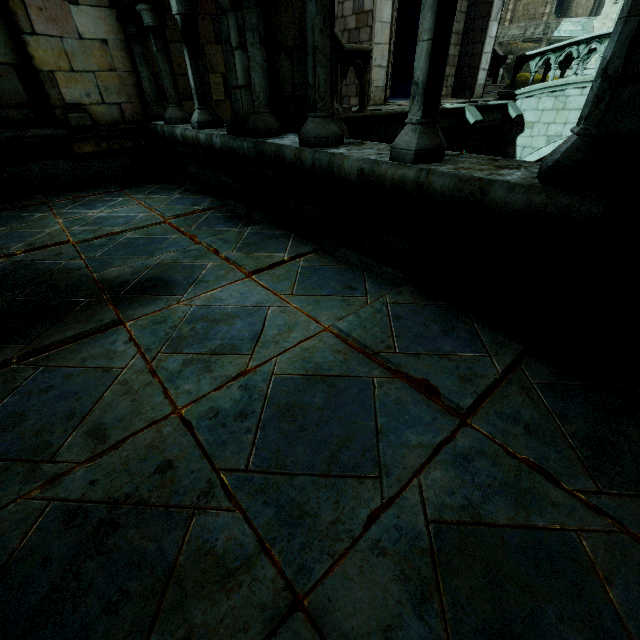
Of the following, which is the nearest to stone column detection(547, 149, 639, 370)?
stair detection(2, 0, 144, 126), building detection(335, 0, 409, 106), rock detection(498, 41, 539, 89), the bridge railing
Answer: building detection(335, 0, 409, 106)

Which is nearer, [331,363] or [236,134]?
[331,363]

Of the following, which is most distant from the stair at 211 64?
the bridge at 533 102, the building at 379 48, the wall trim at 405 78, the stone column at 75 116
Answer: Answer: the wall trim at 405 78

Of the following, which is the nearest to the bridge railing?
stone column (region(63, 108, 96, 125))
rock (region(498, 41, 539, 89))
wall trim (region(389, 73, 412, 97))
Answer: rock (region(498, 41, 539, 89))

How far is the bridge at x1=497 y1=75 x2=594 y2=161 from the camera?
11.5m

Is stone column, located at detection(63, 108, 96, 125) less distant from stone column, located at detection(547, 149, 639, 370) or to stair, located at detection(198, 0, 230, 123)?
stair, located at detection(198, 0, 230, 123)

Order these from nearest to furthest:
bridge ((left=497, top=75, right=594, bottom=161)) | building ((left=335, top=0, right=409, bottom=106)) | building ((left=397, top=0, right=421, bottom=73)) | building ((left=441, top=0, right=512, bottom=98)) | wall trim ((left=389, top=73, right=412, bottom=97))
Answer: building ((left=335, top=0, right=409, bottom=106)) → bridge ((left=497, top=75, right=594, bottom=161)) → building ((left=441, top=0, right=512, bottom=98)) → building ((left=397, top=0, right=421, bottom=73)) → wall trim ((left=389, top=73, right=412, bottom=97))

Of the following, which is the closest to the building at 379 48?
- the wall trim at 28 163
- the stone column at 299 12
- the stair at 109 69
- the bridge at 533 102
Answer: the bridge at 533 102
